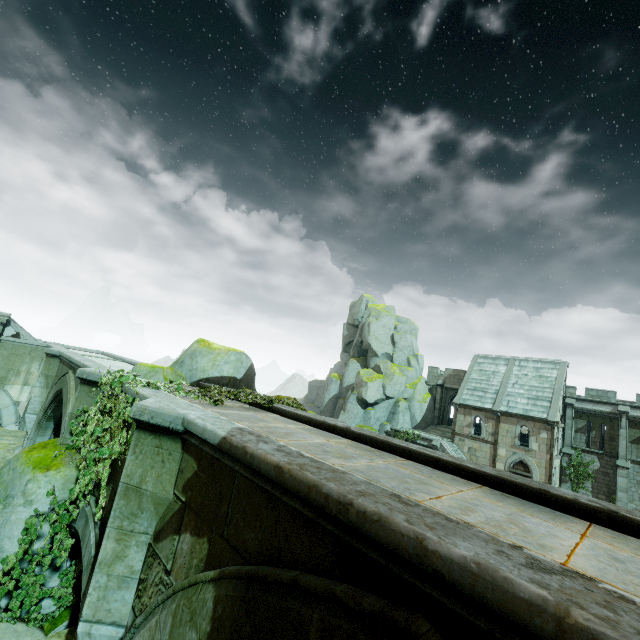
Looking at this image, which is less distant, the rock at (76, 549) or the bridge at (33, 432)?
the rock at (76, 549)

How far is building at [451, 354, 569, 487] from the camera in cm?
2770

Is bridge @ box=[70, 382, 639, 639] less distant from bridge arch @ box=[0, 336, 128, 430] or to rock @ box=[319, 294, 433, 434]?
bridge arch @ box=[0, 336, 128, 430]

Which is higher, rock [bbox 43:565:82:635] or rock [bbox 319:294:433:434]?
rock [bbox 319:294:433:434]

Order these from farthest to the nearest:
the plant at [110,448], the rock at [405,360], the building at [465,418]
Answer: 1. the rock at [405,360]
2. the building at [465,418]
3. the plant at [110,448]

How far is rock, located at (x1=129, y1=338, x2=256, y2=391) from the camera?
11.76m

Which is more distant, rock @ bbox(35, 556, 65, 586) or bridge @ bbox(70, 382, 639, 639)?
rock @ bbox(35, 556, 65, 586)

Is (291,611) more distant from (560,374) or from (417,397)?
(417,397)
